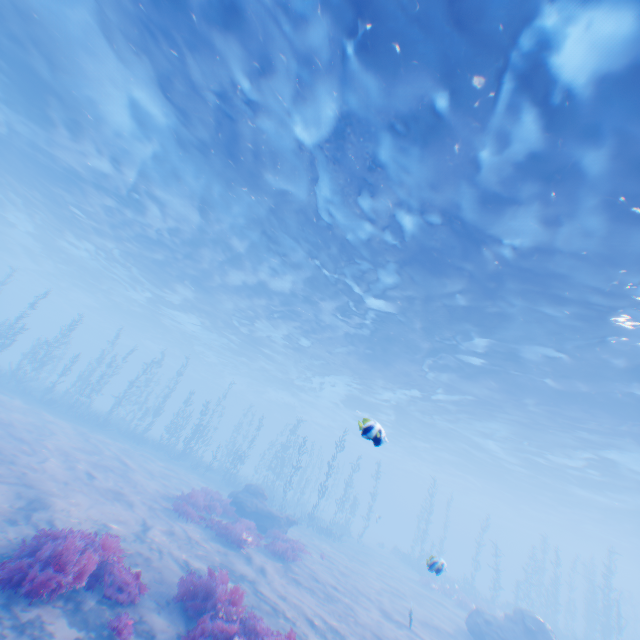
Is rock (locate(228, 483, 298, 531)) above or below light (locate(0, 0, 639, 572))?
below

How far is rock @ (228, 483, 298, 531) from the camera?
17.4m

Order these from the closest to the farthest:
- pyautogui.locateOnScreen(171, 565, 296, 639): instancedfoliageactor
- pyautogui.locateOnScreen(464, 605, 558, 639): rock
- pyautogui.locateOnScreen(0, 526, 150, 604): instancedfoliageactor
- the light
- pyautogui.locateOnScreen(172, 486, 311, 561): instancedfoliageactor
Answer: pyautogui.locateOnScreen(0, 526, 150, 604): instancedfoliageactor
pyautogui.locateOnScreen(171, 565, 296, 639): instancedfoliageactor
the light
pyautogui.locateOnScreen(172, 486, 311, 561): instancedfoliageactor
pyautogui.locateOnScreen(464, 605, 558, 639): rock

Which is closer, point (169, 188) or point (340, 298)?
point (169, 188)

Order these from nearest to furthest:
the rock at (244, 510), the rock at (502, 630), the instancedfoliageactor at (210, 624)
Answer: the instancedfoliageactor at (210, 624) < the rock at (502, 630) < the rock at (244, 510)

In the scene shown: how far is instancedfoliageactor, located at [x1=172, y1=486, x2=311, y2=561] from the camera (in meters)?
12.81

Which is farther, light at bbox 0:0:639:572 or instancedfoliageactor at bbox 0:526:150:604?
light at bbox 0:0:639:572

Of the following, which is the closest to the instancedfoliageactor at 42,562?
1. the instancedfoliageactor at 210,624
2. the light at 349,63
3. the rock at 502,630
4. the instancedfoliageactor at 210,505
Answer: the instancedfoliageactor at 210,624
